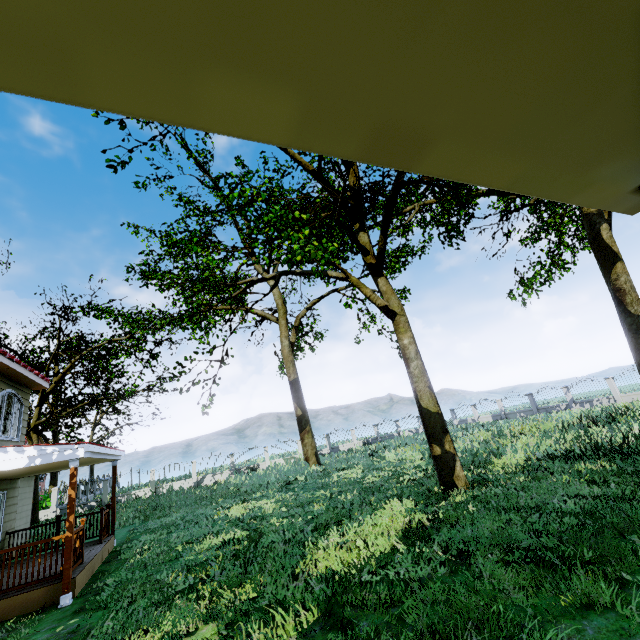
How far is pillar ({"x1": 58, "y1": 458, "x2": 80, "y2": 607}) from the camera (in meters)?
6.77

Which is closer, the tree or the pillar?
the pillar

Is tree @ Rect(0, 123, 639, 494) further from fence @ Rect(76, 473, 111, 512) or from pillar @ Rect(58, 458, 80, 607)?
pillar @ Rect(58, 458, 80, 607)

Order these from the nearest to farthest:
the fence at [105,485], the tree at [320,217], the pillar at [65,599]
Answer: the pillar at [65,599] < the tree at [320,217] < the fence at [105,485]

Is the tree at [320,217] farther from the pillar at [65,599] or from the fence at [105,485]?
the pillar at [65,599]

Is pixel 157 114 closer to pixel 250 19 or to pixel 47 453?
pixel 250 19
